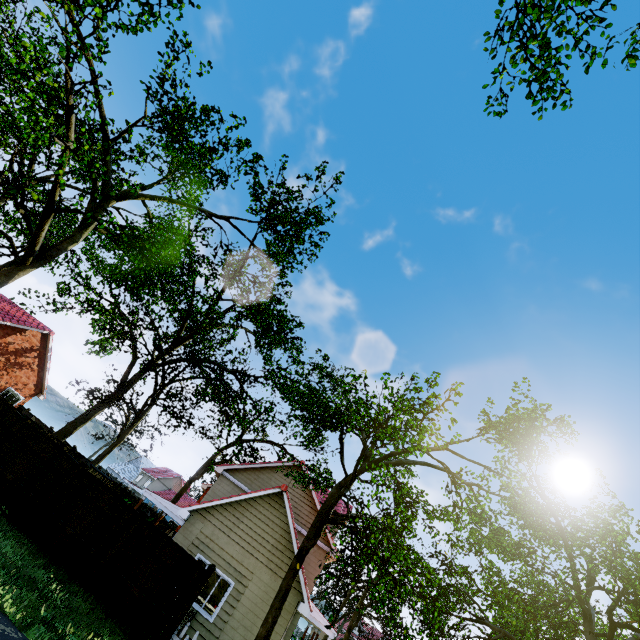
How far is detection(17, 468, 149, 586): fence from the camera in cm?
1021

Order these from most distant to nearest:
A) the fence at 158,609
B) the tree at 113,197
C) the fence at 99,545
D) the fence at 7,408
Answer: the fence at 7,408 → the fence at 99,545 → the fence at 158,609 → the tree at 113,197

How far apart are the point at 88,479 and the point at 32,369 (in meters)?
18.73

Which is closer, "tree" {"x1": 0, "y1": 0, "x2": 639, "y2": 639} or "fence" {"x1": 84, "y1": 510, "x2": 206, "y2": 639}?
"tree" {"x1": 0, "y1": 0, "x2": 639, "y2": 639}

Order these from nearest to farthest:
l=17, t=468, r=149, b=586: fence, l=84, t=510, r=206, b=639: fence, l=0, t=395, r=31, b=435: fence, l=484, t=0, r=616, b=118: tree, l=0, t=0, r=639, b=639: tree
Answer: l=0, t=0, r=639, b=639: tree → l=84, t=510, r=206, b=639: fence → l=17, t=468, r=149, b=586: fence → l=484, t=0, r=616, b=118: tree → l=0, t=395, r=31, b=435: fence

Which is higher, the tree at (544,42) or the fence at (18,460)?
the tree at (544,42)

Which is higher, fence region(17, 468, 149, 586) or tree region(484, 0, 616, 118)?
tree region(484, 0, 616, 118)

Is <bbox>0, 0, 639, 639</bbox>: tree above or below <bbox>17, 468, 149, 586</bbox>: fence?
above
